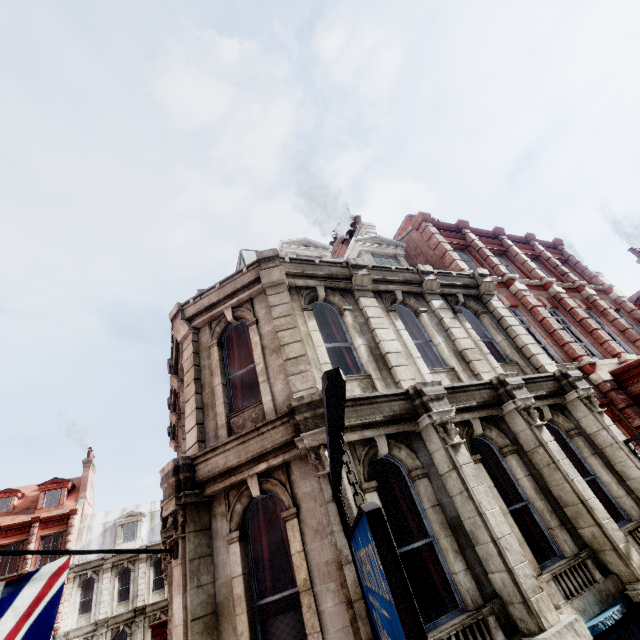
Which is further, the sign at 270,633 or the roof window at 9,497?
the roof window at 9,497

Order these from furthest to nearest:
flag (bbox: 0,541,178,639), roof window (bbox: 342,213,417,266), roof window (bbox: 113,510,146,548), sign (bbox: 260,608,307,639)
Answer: roof window (bbox: 113,510,146,548), roof window (bbox: 342,213,417,266), sign (bbox: 260,608,307,639), flag (bbox: 0,541,178,639)

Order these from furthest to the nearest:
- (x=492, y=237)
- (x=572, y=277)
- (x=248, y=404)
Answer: (x=492, y=237) → (x=572, y=277) → (x=248, y=404)

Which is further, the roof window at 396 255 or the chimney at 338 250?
the chimney at 338 250

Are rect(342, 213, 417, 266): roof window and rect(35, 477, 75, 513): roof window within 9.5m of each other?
no

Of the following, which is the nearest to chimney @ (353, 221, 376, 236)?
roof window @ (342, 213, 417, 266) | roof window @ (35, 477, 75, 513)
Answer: roof window @ (342, 213, 417, 266)

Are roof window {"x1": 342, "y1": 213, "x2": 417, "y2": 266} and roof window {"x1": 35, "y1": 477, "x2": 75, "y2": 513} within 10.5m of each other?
no

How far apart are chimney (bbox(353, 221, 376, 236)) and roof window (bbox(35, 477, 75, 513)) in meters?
33.5
